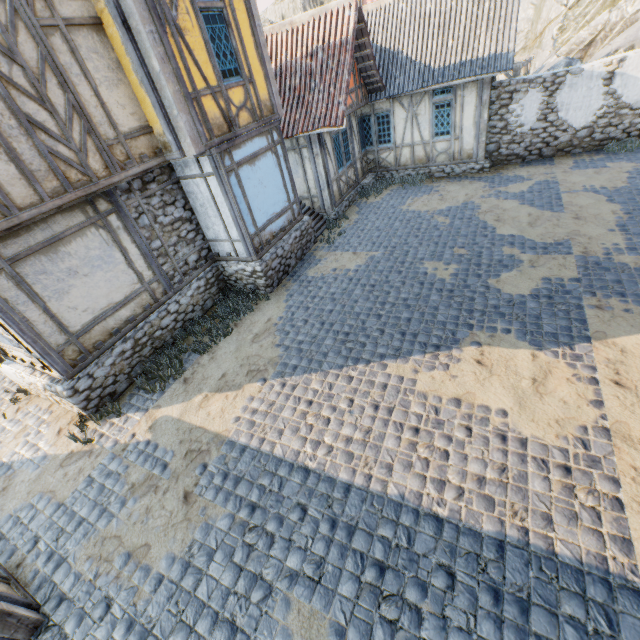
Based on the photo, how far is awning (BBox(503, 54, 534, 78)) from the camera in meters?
14.4 m

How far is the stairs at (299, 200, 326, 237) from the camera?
12.3m

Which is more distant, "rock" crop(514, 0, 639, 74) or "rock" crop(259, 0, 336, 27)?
"rock" crop(259, 0, 336, 27)

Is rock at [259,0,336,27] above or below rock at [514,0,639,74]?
above

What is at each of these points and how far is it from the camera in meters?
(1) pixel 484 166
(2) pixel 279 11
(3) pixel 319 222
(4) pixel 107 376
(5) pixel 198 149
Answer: (1) stone foundation, 13.4 m
(2) rock, 43.6 m
(3) stairs, 12.7 m
(4) stone foundation, 7.2 m
(5) building, 7.2 m

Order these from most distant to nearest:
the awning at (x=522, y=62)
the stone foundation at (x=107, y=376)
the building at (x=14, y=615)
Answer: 1. the awning at (x=522, y=62)
2. the stone foundation at (x=107, y=376)
3. the building at (x=14, y=615)

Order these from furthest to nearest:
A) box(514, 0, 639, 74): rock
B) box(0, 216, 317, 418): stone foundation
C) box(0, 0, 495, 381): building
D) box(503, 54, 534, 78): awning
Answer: box(514, 0, 639, 74): rock, box(503, 54, 534, 78): awning, box(0, 216, 317, 418): stone foundation, box(0, 0, 495, 381): building

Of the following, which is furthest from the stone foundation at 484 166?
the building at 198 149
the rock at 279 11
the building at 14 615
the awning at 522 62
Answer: the building at 14 615
